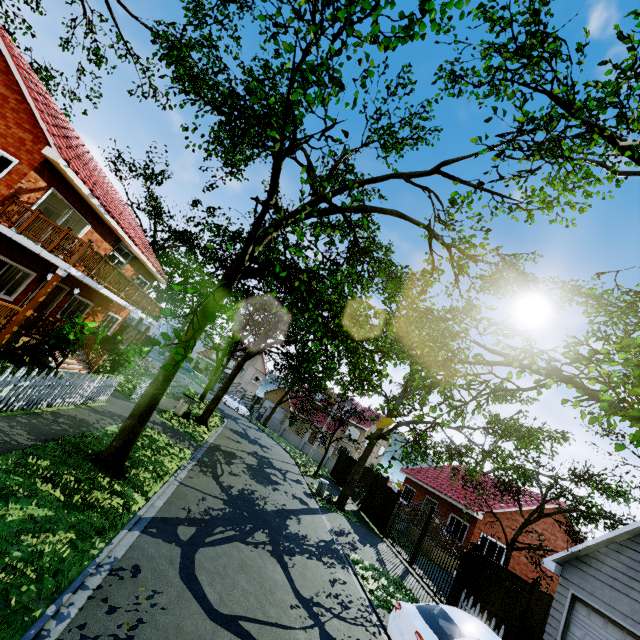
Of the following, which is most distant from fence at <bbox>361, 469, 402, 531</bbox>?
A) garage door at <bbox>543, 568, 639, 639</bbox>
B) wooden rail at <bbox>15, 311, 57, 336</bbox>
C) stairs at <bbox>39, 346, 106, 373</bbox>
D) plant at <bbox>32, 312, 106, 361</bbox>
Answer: wooden rail at <bbox>15, 311, 57, 336</bbox>

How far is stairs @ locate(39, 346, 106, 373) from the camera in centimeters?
1294cm

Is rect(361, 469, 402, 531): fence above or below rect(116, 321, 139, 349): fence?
below

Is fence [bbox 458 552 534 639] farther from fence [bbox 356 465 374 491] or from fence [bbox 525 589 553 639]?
fence [bbox 356 465 374 491]

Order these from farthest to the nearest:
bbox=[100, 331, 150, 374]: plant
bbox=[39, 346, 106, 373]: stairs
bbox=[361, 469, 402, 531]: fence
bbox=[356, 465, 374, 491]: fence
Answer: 1. bbox=[356, 465, 374, 491]: fence
2. bbox=[361, 469, 402, 531]: fence
3. bbox=[100, 331, 150, 374]: plant
4. bbox=[39, 346, 106, 373]: stairs

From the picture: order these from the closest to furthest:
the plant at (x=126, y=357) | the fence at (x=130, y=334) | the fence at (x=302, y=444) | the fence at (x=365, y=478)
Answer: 1. the plant at (x=126, y=357)
2. the fence at (x=130, y=334)
3. the fence at (x=365, y=478)
4. the fence at (x=302, y=444)

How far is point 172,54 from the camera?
8.6 meters

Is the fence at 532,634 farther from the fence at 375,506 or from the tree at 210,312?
the fence at 375,506
